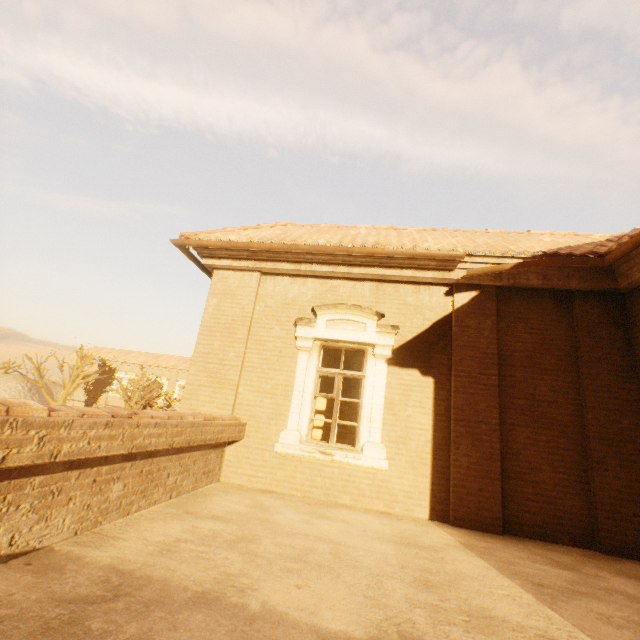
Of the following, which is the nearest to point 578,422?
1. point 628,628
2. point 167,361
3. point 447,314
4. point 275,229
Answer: point 447,314

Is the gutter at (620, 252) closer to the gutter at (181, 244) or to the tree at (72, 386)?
the gutter at (181, 244)

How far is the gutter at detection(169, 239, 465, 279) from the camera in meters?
5.8

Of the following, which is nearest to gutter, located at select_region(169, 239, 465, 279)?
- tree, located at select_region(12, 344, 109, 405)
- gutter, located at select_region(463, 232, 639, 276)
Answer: gutter, located at select_region(463, 232, 639, 276)

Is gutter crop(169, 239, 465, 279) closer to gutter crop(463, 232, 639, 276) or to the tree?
gutter crop(463, 232, 639, 276)

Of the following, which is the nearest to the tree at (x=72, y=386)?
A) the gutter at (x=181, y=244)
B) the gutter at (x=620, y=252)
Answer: the gutter at (x=181, y=244)

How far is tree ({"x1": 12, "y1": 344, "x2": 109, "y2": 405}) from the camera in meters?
29.5 m
